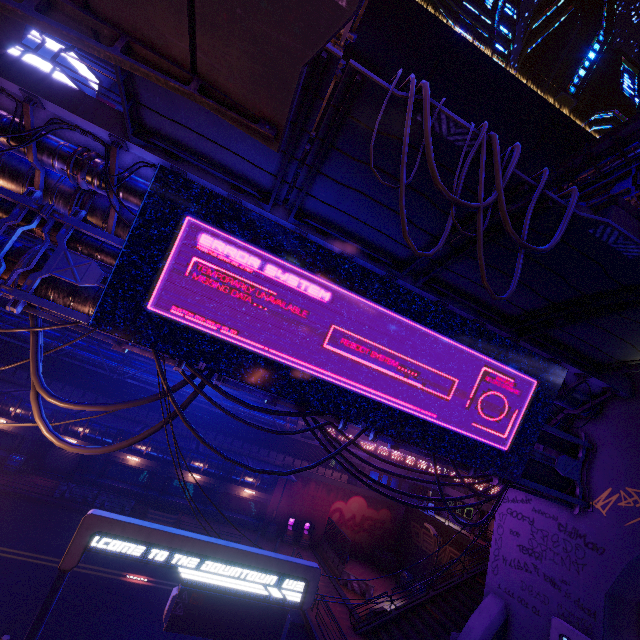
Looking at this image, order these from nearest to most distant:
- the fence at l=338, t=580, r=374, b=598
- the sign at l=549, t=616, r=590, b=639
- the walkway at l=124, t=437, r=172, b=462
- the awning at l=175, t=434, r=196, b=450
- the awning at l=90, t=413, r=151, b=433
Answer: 1. the sign at l=549, t=616, r=590, b=639
2. the awning at l=90, t=413, r=151, b=433
3. the fence at l=338, t=580, r=374, b=598
4. the awning at l=175, t=434, r=196, b=450
5. the walkway at l=124, t=437, r=172, b=462

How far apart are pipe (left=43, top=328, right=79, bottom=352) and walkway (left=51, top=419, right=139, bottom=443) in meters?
2.8 m

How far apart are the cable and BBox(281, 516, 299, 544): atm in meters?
30.3

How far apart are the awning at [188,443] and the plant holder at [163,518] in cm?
447

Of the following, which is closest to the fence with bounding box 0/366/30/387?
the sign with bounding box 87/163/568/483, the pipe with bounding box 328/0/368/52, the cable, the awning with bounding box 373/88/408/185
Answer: the pipe with bounding box 328/0/368/52

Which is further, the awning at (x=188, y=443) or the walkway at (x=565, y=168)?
the walkway at (x=565, y=168)

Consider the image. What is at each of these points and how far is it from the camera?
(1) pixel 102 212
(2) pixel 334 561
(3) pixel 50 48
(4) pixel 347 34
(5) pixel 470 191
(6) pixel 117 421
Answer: (1) walkway, 9.4 meters
(2) fence, 26.1 meters
(3) building, 31.4 meters
(4) pipe, 11.9 meters
(5) awning, 6.6 meters
(6) awning, 24.2 meters

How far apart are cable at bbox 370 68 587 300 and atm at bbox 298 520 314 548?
30.69m
